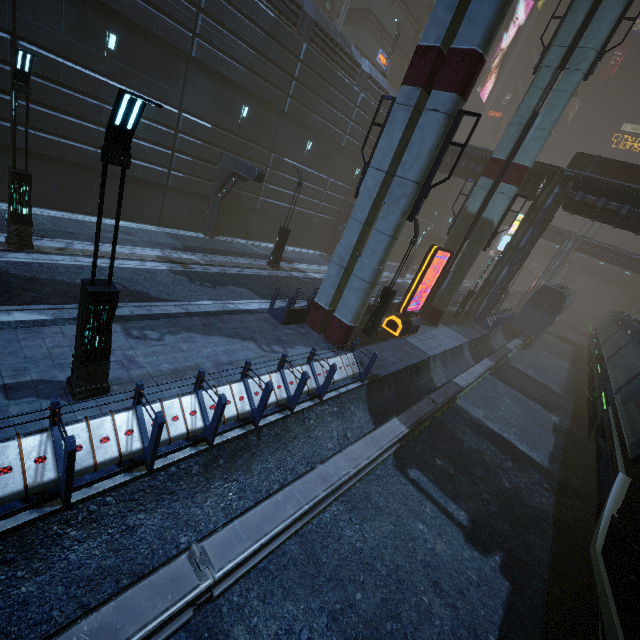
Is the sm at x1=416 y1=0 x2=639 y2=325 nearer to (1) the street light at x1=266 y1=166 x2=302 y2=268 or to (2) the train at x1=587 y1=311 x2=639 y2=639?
(2) the train at x1=587 y1=311 x2=639 y2=639

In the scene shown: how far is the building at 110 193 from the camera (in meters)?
15.27

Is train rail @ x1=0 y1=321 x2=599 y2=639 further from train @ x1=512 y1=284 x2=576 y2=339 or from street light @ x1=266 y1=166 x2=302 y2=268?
street light @ x1=266 y1=166 x2=302 y2=268

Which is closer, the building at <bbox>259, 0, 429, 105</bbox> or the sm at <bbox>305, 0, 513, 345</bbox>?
the sm at <bbox>305, 0, 513, 345</bbox>

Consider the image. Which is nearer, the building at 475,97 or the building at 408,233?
the building at 408,233

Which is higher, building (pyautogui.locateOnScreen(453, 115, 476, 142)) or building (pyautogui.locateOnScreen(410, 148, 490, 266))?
building (pyautogui.locateOnScreen(453, 115, 476, 142))

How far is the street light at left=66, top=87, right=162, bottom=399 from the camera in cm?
459

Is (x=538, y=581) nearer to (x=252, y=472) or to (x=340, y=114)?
(x=252, y=472)
